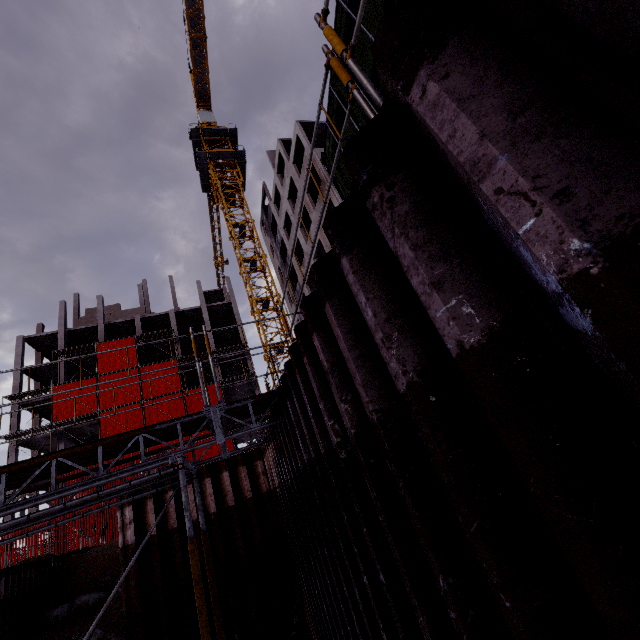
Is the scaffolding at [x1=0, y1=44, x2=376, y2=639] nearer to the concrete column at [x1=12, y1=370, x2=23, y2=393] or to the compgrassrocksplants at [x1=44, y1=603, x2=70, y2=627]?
the concrete column at [x1=12, y1=370, x2=23, y2=393]

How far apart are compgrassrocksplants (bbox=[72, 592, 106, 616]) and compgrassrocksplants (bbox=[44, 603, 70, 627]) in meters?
0.1

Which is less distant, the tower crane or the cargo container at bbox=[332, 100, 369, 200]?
the cargo container at bbox=[332, 100, 369, 200]

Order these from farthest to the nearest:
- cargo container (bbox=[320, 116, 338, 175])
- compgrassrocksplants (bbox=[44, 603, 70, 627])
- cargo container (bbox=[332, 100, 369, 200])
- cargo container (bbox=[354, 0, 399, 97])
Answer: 1. compgrassrocksplants (bbox=[44, 603, 70, 627])
2. cargo container (bbox=[320, 116, 338, 175])
3. cargo container (bbox=[332, 100, 369, 200])
4. cargo container (bbox=[354, 0, 399, 97])

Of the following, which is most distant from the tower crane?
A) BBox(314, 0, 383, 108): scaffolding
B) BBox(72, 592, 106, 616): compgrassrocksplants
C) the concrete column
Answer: BBox(72, 592, 106, 616): compgrassrocksplants

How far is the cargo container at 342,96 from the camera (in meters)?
3.68

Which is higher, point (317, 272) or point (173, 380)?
point (173, 380)

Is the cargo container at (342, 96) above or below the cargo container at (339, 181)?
above
